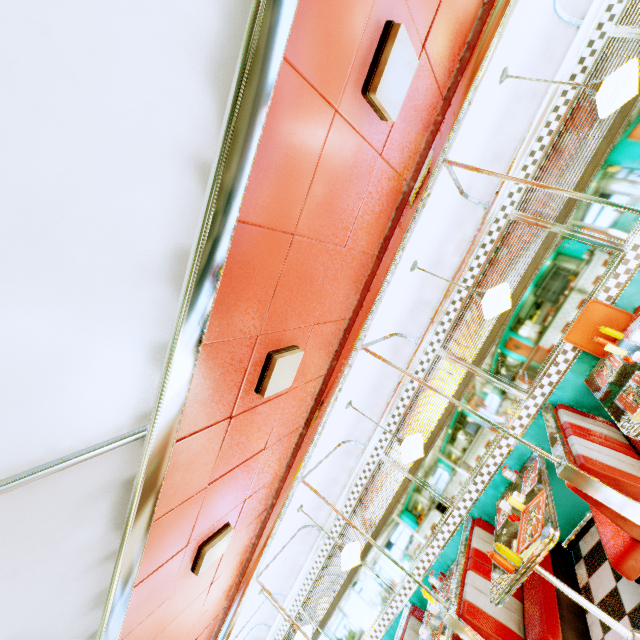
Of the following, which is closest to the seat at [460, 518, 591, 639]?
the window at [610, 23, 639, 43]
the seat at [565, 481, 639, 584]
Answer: the window at [610, 23, 639, 43]

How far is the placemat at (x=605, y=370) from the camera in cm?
321

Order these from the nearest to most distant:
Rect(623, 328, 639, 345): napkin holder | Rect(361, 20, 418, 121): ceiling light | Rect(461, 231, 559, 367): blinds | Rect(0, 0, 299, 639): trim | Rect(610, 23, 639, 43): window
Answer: Rect(0, 0, 299, 639): trim, Rect(361, 20, 418, 121): ceiling light, Rect(623, 328, 639, 345): napkin holder, Rect(610, 23, 639, 43): window, Rect(461, 231, 559, 367): blinds

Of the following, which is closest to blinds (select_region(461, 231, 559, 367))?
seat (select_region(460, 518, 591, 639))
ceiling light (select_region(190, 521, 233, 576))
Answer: seat (select_region(460, 518, 591, 639))

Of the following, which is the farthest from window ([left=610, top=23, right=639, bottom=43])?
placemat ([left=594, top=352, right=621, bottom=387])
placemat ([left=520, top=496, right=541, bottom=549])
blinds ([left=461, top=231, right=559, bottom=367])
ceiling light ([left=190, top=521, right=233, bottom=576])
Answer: ceiling light ([left=190, top=521, right=233, bottom=576])

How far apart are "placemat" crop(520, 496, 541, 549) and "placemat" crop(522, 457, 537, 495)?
0.4 meters

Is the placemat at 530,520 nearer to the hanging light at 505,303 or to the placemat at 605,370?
the placemat at 605,370

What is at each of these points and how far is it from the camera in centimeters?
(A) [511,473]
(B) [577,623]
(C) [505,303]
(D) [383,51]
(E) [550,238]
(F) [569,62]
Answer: (A) napkin holder, 414cm
(B) seat, 311cm
(C) hanging light, 321cm
(D) ceiling light, 167cm
(E) blinds, 385cm
(F) trim, 355cm
